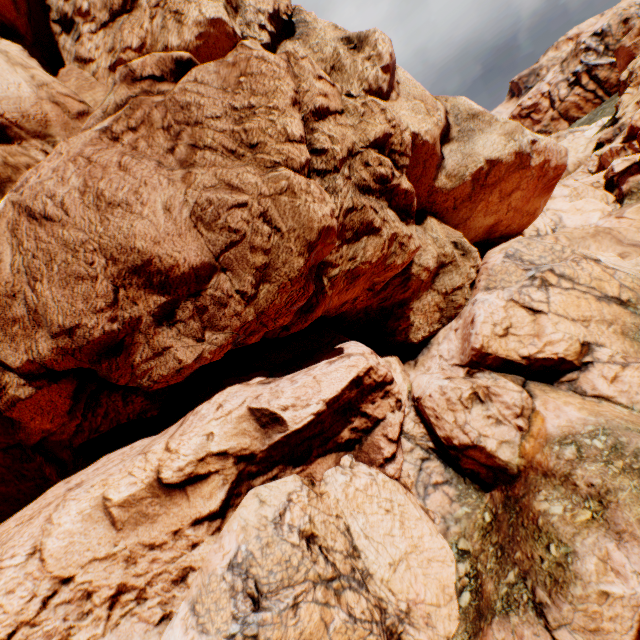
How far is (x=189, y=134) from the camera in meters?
9.0
